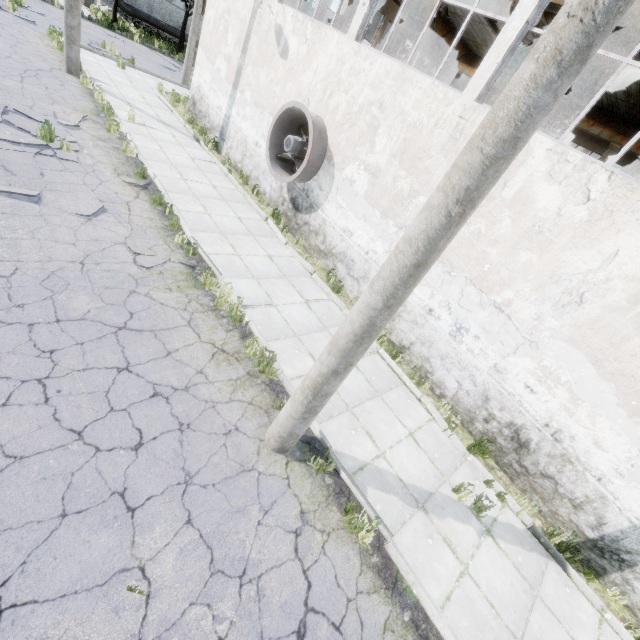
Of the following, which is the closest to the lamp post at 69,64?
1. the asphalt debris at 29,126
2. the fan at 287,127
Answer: the asphalt debris at 29,126

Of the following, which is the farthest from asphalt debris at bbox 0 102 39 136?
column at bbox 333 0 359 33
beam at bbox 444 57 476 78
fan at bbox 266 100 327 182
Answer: beam at bbox 444 57 476 78

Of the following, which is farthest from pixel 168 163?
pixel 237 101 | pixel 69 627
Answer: pixel 69 627

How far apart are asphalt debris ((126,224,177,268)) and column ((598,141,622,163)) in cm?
1990

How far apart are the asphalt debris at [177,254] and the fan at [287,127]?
3.7 meters

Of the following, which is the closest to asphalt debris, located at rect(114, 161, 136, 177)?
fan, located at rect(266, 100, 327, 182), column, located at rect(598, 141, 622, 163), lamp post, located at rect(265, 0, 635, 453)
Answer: fan, located at rect(266, 100, 327, 182)

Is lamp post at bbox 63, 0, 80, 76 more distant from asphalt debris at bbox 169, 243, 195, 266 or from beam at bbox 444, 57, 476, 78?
beam at bbox 444, 57, 476, 78

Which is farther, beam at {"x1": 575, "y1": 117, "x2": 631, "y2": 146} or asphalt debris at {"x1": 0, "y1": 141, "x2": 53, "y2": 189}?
beam at {"x1": 575, "y1": 117, "x2": 631, "y2": 146}
